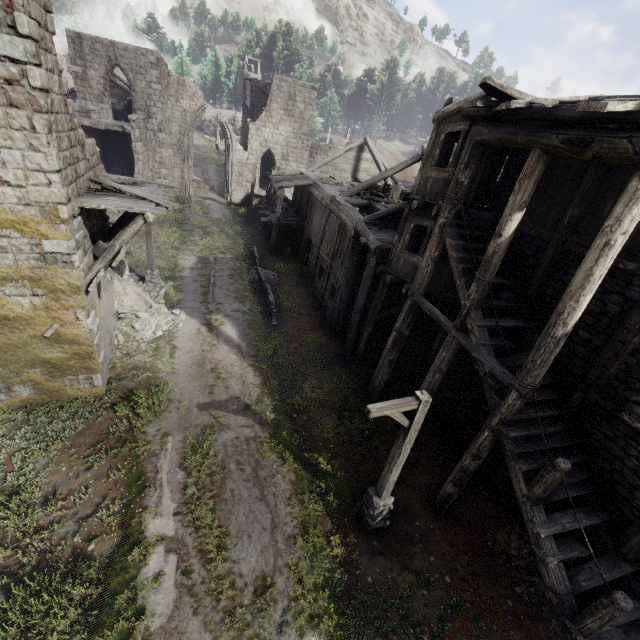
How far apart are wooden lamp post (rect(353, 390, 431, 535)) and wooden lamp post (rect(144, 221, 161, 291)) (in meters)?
13.15

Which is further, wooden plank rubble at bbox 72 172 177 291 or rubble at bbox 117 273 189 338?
rubble at bbox 117 273 189 338

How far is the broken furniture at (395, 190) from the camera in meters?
19.6

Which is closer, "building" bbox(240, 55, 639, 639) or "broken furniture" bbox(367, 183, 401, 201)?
"building" bbox(240, 55, 639, 639)

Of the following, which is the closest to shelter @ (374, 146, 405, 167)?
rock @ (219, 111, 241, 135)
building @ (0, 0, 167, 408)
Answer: building @ (0, 0, 167, 408)

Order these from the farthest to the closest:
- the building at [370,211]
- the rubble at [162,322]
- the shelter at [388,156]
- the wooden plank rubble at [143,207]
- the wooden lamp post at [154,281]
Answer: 1. the shelter at [388,156]
2. the wooden lamp post at [154,281]
3. the rubble at [162,322]
4. the wooden plank rubble at [143,207]
5. the building at [370,211]

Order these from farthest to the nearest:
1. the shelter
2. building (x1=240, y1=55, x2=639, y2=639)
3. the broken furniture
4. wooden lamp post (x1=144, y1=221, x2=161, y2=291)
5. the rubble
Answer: the shelter
the broken furniture
wooden lamp post (x1=144, y1=221, x2=161, y2=291)
the rubble
building (x1=240, y1=55, x2=639, y2=639)

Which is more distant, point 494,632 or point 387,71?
point 387,71
